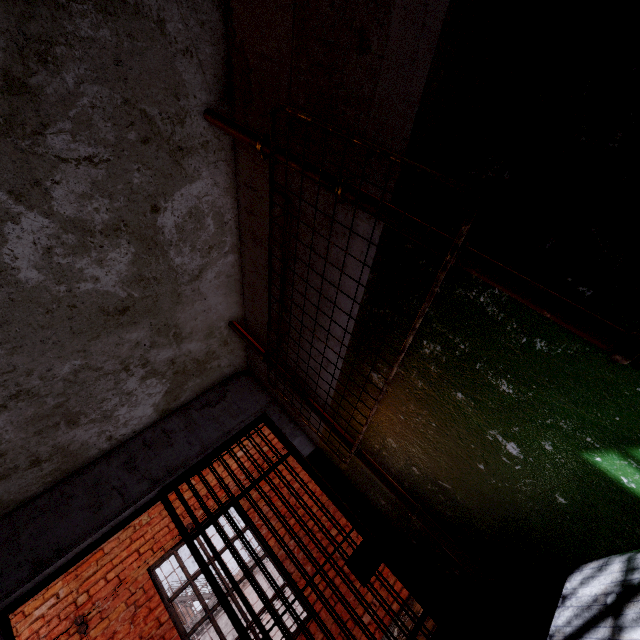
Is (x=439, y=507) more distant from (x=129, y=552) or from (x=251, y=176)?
(x=129, y=552)

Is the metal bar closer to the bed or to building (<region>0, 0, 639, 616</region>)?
building (<region>0, 0, 639, 616</region>)

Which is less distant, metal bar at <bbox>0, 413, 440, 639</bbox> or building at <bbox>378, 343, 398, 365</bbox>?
building at <bbox>378, 343, 398, 365</bbox>

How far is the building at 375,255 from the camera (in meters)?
1.39

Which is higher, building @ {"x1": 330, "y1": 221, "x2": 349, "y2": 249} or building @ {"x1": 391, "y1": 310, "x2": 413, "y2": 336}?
building @ {"x1": 330, "y1": 221, "x2": 349, "y2": 249}

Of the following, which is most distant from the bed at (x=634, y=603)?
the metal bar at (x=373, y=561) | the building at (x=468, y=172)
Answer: the metal bar at (x=373, y=561)
